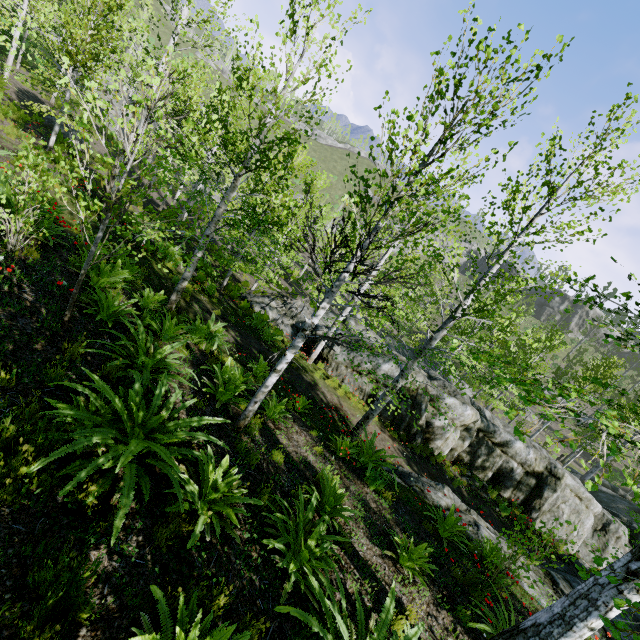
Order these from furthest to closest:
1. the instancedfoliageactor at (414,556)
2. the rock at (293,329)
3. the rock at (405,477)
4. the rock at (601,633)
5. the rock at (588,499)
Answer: the rock at (293,329), the rock at (588,499), the rock at (405,477), the rock at (601,633), the instancedfoliageactor at (414,556)

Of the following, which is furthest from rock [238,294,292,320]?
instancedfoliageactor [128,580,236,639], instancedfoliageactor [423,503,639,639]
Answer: instancedfoliageactor [128,580,236,639]

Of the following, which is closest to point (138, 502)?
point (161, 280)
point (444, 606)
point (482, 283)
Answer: point (444, 606)

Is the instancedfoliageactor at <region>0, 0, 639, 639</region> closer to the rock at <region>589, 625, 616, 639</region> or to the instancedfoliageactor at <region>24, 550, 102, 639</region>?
the rock at <region>589, 625, 616, 639</region>

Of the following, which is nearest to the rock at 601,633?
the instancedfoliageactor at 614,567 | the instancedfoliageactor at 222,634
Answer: the instancedfoliageactor at 614,567

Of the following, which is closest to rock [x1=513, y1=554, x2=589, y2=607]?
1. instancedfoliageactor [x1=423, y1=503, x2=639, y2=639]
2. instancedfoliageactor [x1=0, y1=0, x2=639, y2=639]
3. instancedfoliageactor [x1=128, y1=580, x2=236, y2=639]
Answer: instancedfoliageactor [x1=0, y1=0, x2=639, y2=639]

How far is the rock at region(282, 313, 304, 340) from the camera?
16.0m
